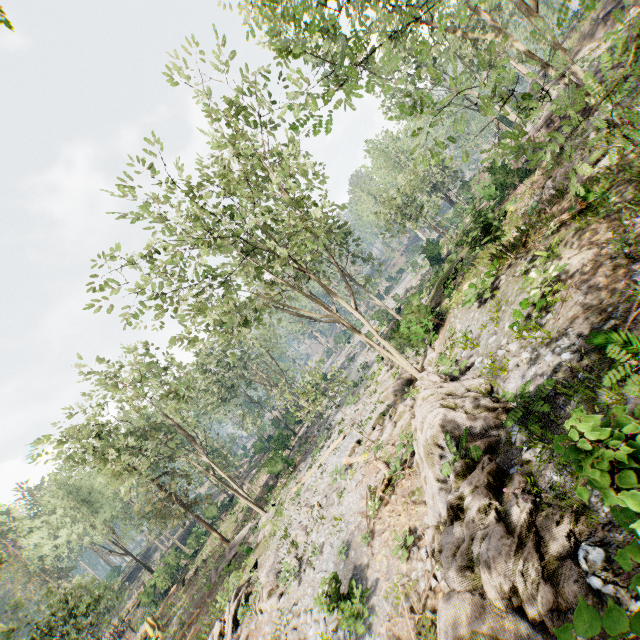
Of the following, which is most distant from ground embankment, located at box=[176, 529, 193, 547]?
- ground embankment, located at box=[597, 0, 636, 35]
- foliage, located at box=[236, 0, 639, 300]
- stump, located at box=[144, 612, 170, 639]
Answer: ground embankment, located at box=[597, 0, 636, 35]

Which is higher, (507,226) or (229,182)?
(229,182)

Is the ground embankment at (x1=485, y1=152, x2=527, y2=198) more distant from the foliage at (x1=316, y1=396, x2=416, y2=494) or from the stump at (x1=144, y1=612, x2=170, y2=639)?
the stump at (x1=144, y1=612, x2=170, y2=639)

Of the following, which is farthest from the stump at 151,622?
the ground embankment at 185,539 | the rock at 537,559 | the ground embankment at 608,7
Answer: the ground embankment at 608,7

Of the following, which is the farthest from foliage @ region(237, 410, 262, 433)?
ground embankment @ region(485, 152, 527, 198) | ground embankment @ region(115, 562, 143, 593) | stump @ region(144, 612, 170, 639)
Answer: stump @ region(144, 612, 170, 639)

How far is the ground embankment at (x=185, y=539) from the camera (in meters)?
38.94

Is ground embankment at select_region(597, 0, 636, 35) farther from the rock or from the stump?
the stump

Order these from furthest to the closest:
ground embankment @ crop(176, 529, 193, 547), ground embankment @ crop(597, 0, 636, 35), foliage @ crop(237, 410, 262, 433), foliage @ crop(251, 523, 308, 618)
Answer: foliage @ crop(237, 410, 262, 433) → ground embankment @ crop(176, 529, 193, 547) → ground embankment @ crop(597, 0, 636, 35) → foliage @ crop(251, 523, 308, 618)
